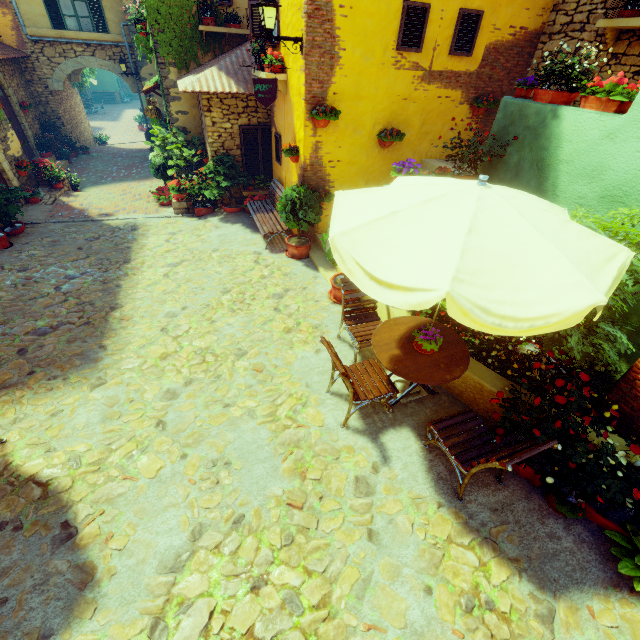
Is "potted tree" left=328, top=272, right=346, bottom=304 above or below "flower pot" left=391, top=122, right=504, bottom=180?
below

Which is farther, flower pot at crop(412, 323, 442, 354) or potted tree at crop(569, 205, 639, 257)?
flower pot at crop(412, 323, 442, 354)

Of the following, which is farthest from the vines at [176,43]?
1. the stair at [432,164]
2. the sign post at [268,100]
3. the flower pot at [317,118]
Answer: the stair at [432,164]

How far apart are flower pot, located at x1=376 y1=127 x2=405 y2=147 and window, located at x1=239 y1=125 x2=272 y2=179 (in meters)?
3.69

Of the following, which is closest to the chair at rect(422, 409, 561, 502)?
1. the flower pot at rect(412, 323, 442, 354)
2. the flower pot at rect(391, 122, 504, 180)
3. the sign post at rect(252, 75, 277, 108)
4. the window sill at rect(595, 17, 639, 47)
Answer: the flower pot at rect(412, 323, 442, 354)

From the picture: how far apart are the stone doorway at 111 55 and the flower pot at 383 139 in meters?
15.5

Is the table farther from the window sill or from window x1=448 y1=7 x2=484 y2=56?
the window sill

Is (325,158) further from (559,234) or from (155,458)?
(155,458)
